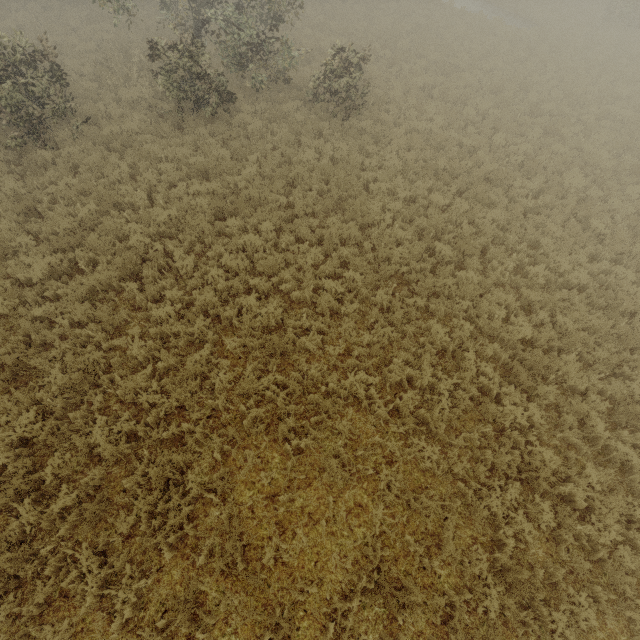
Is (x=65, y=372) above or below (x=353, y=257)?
below
